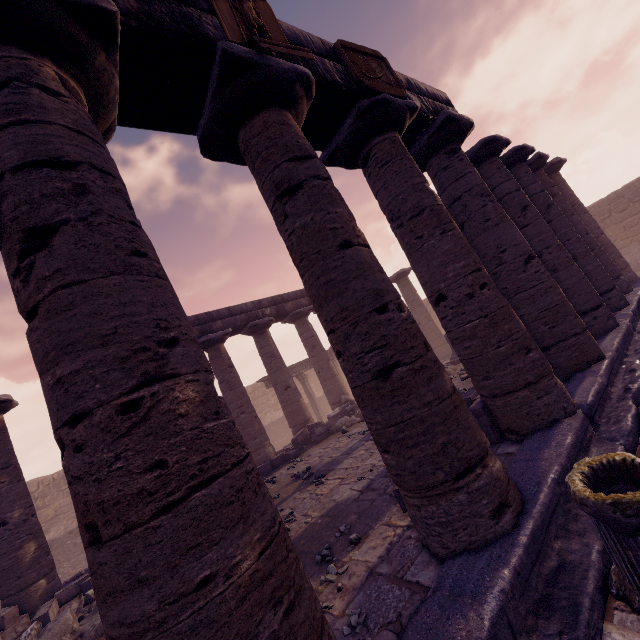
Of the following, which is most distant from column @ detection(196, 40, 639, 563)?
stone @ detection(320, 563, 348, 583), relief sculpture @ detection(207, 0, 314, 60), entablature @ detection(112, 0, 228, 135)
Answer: stone @ detection(320, 563, 348, 583)

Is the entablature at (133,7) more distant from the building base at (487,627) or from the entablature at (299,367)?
the building base at (487,627)

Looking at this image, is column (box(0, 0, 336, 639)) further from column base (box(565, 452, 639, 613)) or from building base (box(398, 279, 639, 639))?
column base (box(565, 452, 639, 613))

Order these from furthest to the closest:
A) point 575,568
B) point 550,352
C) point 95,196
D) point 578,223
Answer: point 578,223
point 550,352
point 575,568
point 95,196

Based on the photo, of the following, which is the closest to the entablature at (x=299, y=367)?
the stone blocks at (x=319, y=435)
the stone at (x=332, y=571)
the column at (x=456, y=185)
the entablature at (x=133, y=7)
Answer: the entablature at (x=133, y=7)

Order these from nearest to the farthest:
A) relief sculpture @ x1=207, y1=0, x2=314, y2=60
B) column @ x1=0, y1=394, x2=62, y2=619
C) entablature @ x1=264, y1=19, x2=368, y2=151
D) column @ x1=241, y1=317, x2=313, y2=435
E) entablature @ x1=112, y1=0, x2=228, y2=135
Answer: entablature @ x1=112, y1=0, x2=228, y2=135 < relief sculpture @ x1=207, y1=0, x2=314, y2=60 < entablature @ x1=264, y1=19, x2=368, y2=151 < column @ x1=0, y1=394, x2=62, y2=619 < column @ x1=241, y1=317, x2=313, y2=435

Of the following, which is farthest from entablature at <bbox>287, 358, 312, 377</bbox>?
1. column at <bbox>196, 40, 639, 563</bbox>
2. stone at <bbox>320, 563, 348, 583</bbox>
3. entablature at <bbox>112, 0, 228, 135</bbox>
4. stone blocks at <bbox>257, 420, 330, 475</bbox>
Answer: stone at <bbox>320, 563, 348, 583</bbox>

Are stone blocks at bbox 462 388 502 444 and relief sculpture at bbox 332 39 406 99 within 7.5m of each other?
yes
